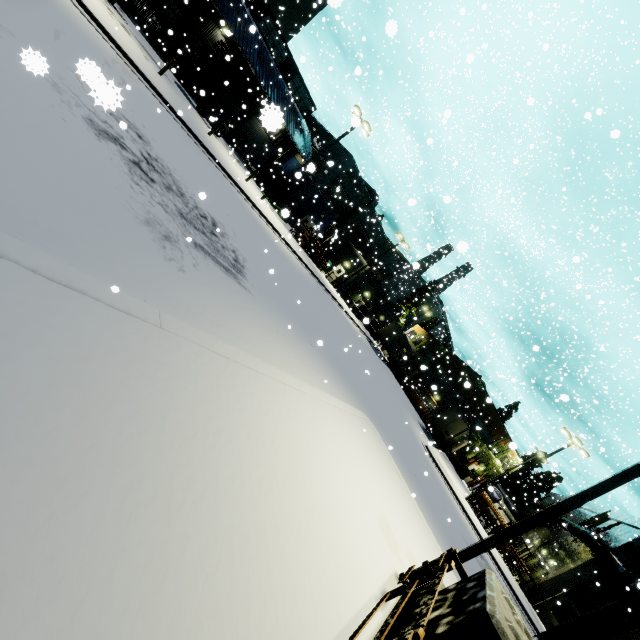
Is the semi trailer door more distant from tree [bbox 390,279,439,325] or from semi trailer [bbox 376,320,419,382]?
tree [bbox 390,279,439,325]

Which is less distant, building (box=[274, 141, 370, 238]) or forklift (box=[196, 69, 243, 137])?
forklift (box=[196, 69, 243, 137])

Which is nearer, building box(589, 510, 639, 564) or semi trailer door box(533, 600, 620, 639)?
semi trailer door box(533, 600, 620, 639)

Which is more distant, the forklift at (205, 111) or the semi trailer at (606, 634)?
the forklift at (205, 111)

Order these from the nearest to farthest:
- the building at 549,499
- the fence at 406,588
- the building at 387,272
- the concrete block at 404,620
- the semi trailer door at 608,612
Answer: the fence at 406,588 < the concrete block at 404,620 < the semi trailer door at 608,612 < the building at 387,272 < the building at 549,499

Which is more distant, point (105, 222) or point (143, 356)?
point (105, 222)

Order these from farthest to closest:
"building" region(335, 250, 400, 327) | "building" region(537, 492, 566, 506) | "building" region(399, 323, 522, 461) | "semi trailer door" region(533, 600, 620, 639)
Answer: "building" region(537, 492, 566, 506) < "building" region(399, 323, 522, 461) < "building" region(335, 250, 400, 327) < "semi trailer door" region(533, 600, 620, 639)

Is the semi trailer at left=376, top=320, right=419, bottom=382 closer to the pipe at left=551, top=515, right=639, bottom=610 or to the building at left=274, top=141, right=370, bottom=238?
the building at left=274, top=141, right=370, bottom=238
